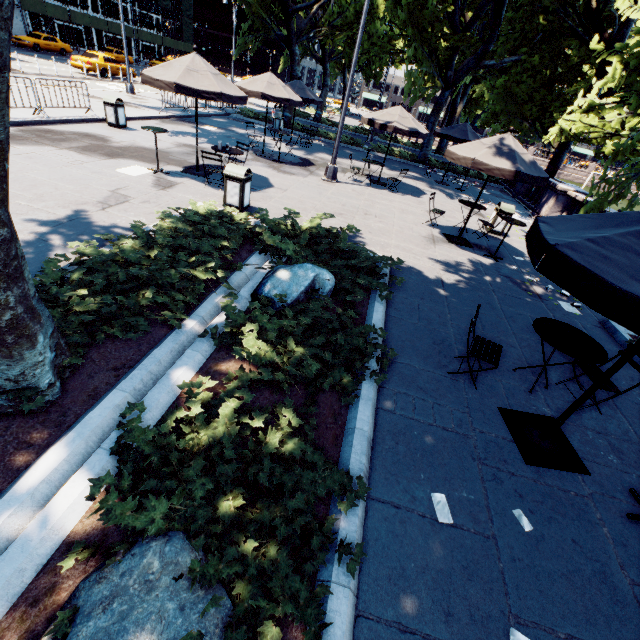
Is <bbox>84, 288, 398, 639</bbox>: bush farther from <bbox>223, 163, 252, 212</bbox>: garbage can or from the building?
the building

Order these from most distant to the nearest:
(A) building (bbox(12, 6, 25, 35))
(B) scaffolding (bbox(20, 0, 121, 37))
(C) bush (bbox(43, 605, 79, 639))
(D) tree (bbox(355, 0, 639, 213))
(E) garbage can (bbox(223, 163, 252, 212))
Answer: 1. (A) building (bbox(12, 6, 25, 35))
2. (B) scaffolding (bbox(20, 0, 121, 37))
3. (D) tree (bbox(355, 0, 639, 213))
4. (E) garbage can (bbox(223, 163, 252, 212))
5. (C) bush (bbox(43, 605, 79, 639))

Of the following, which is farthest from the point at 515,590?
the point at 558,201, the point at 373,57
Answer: the point at 373,57

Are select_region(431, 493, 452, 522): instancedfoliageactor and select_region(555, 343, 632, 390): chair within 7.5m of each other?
yes

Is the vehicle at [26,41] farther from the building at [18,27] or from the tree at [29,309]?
the tree at [29,309]

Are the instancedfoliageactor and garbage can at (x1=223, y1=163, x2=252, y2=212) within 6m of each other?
no

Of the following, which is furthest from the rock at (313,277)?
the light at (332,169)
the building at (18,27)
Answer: the building at (18,27)

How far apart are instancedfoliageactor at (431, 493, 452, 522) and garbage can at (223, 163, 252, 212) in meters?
7.5
